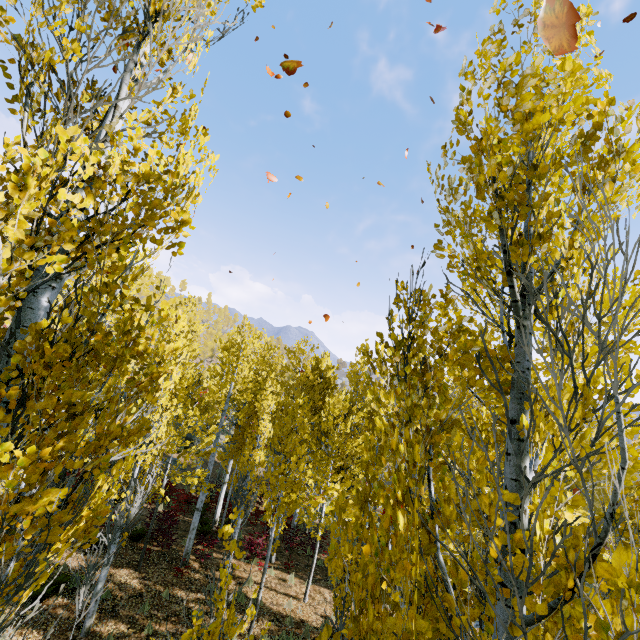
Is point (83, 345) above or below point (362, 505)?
above
